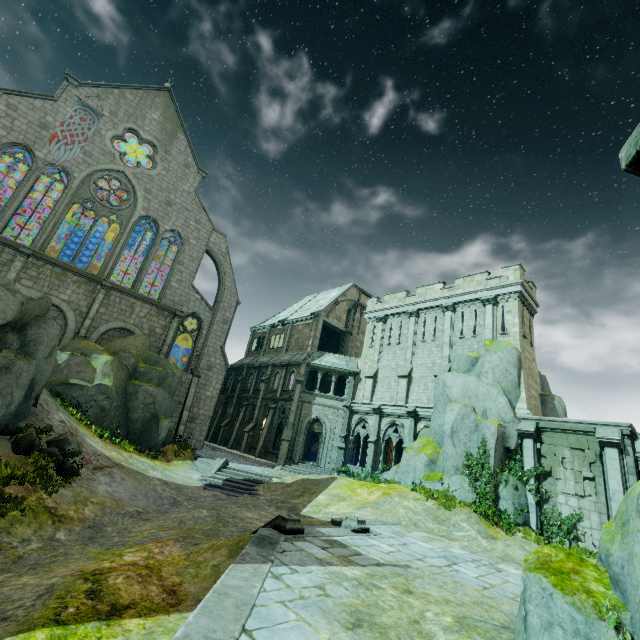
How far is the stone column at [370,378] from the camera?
27.59m

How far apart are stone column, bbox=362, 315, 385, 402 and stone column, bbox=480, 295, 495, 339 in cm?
865

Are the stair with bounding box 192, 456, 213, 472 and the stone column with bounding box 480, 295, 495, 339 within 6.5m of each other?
no

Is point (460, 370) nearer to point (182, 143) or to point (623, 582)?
point (623, 582)

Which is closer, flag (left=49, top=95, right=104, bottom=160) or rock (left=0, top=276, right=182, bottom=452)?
rock (left=0, top=276, right=182, bottom=452)

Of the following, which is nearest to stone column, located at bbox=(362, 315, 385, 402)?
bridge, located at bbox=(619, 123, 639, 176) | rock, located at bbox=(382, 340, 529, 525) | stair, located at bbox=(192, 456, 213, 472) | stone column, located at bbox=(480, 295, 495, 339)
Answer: rock, located at bbox=(382, 340, 529, 525)

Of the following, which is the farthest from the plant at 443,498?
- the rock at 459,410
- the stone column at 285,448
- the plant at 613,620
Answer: the stone column at 285,448

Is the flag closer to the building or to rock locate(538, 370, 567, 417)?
the building
